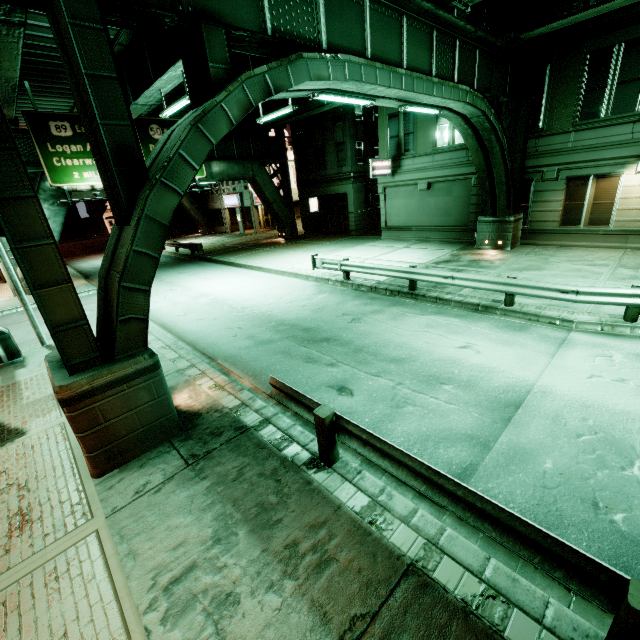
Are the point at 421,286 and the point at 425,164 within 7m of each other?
no

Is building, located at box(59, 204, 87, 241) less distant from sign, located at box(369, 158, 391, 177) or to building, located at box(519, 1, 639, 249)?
sign, located at box(369, 158, 391, 177)

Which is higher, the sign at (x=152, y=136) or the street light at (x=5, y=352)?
the sign at (x=152, y=136)

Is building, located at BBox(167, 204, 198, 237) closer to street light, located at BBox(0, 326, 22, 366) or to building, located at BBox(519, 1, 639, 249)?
street light, located at BBox(0, 326, 22, 366)

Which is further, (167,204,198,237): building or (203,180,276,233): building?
(167,204,198,237): building

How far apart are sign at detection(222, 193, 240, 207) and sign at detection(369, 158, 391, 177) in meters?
20.2 m

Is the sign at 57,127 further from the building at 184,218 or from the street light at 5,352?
the building at 184,218

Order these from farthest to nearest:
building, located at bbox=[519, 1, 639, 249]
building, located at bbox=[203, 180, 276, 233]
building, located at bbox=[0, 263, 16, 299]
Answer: building, located at bbox=[203, 180, 276, 233], building, located at bbox=[0, 263, 16, 299], building, located at bbox=[519, 1, 639, 249]
